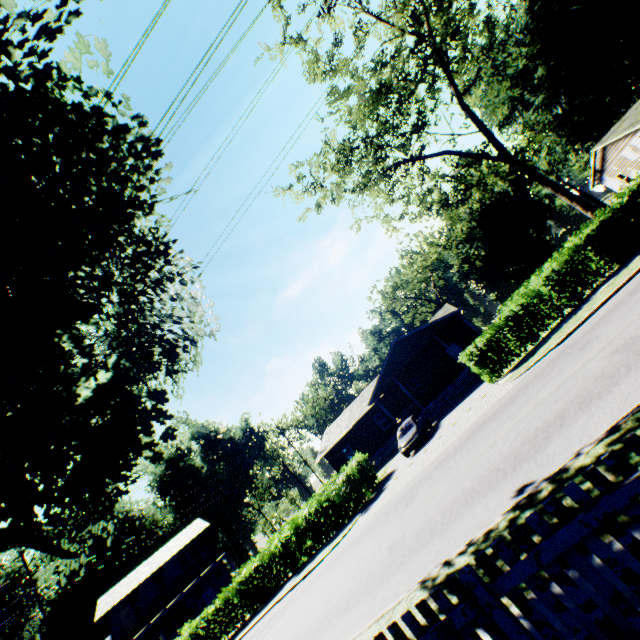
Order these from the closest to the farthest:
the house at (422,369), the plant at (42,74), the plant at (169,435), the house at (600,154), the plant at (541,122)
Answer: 1. the plant at (42,74)
2. the plant at (169,435)
3. the house at (422,369)
4. the house at (600,154)
5. the plant at (541,122)

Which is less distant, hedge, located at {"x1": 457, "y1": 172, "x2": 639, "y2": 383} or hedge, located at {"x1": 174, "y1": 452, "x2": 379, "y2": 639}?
hedge, located at {"x1": 457, "y1": 172, "x2": 639, "y2": 383}

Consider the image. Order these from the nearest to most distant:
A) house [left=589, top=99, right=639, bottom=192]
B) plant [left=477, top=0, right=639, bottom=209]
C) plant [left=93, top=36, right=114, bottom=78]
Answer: plant [left=93, top=36, right=114, bottom=78], house [left=589, top=99, right=639, bottom=192], plant [left=477, top=0, right=639, bottom=209]

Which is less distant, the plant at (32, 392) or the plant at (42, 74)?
the plant at (42, 74)

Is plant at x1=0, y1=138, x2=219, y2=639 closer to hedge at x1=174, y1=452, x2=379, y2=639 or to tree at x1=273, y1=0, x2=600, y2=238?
hedge at x1=174, y1=452, x2=379, y2=639

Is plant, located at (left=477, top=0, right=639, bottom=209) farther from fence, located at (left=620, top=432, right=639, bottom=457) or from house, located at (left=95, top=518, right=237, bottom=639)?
house, located at (left=95, top=518, right=237, bottom=639)

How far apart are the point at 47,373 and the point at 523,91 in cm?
6472

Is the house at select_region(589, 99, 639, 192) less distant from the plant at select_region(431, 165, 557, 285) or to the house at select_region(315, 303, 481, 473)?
the plant at select_region(431, 165, 557, 285)
